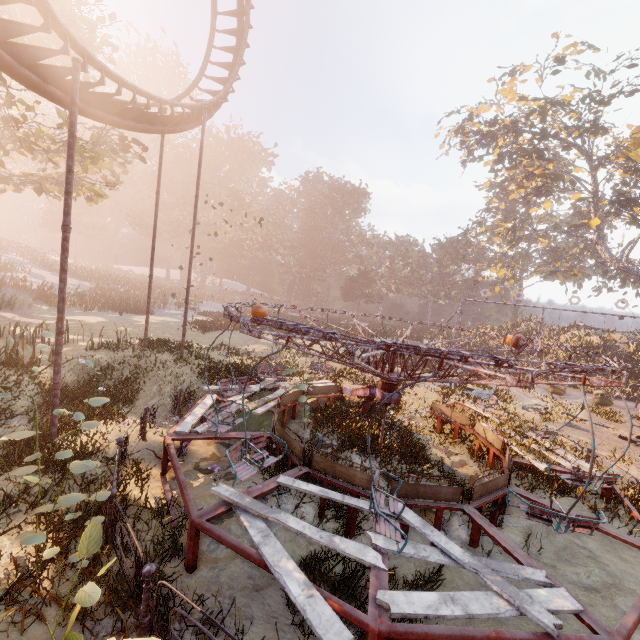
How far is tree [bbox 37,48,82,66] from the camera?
17.4m

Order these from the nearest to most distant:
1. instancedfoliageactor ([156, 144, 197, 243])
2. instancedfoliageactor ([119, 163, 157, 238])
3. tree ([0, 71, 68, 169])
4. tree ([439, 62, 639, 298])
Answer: tree ([0, 71, 68, 169]) → tree ([439, 62, 639, 298]) → instancedfoliageactor ([119, 163, 157, 238]) → instancedfoliageactor ([156, 144, 197, 243])

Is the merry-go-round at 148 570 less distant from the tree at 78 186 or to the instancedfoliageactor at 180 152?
the tree at 78 186

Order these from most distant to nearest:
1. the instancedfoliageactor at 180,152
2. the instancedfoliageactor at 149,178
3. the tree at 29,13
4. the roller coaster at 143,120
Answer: the instancedfoliageactor at 180,152, the instancedfoliageactor at 149,178, the tree at 29,13, the roller coaster at 143,120

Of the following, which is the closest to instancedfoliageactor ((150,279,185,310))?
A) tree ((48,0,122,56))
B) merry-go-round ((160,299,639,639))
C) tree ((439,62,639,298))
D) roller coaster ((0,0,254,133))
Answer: merry-go-round ((160,299,639,639))

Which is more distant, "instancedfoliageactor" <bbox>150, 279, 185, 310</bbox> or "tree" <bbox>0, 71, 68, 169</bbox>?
"instancedfoliageactor" <bbox>150, 279, 185, 310</bbox>

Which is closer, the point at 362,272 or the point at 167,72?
the point at 362,272

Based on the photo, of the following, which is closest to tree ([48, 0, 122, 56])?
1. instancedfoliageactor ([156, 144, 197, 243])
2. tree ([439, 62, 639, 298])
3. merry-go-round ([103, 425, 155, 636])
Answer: instancedfoliageactor ([156, 144, 197, 243])
